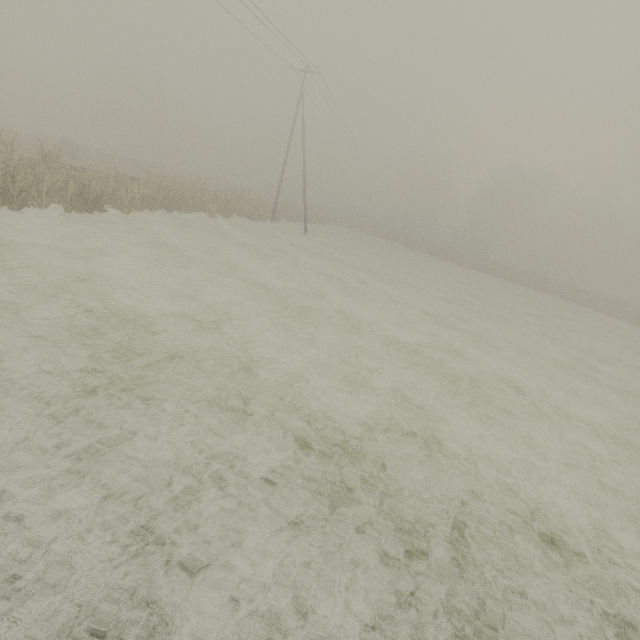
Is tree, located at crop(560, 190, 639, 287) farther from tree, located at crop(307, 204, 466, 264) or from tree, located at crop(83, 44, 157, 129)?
tree, located at crop(83, 44, 157, 129)

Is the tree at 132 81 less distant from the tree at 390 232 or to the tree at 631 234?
the tree at 390 232

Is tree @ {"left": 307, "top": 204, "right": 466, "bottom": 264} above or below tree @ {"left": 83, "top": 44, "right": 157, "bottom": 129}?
below

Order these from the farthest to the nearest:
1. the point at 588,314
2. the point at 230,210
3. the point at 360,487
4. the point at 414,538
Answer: the point at 588,314 < the point at 230,210 < the point at 360,487 < the point at 414,538

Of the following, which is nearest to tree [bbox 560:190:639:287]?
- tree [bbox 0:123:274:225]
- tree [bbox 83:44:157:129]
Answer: tree [bbox 0:123:274:225]

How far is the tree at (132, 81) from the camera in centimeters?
5466cm
